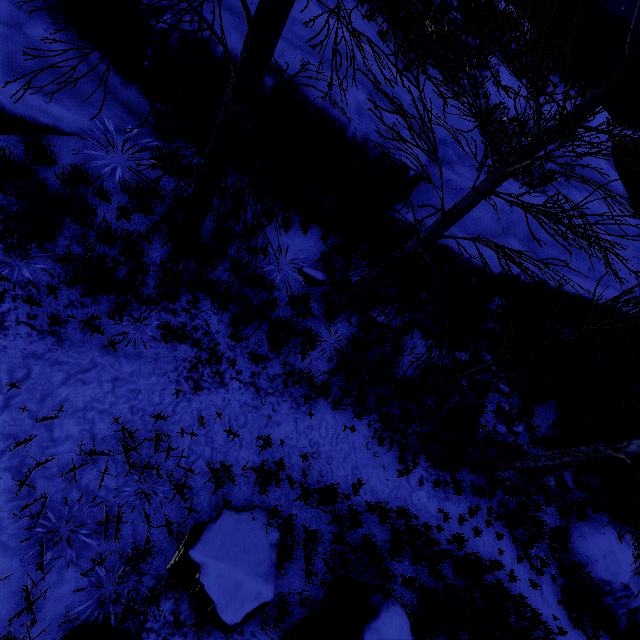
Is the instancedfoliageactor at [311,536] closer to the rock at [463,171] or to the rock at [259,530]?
the rock at [463,171]

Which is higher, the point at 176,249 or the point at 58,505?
the point at 176,249

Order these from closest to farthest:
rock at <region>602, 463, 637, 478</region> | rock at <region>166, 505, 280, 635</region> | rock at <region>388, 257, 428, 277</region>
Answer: rock at <region>166, 505, 280, 635</region>
rock at <region>388, 257, 428, 277</region>
rock at <region>602, 463, 637, 478</region>

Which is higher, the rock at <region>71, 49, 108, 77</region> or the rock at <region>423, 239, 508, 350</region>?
the rock at <region>423, 239, 508, 350</region>

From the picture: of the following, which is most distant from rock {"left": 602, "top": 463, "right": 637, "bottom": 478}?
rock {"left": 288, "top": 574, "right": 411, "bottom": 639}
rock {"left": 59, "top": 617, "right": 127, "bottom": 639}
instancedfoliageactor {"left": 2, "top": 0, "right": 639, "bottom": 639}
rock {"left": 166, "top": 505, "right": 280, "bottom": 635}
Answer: rock {"left": 288, "top": 574, "right": 411, "bottom": 639}

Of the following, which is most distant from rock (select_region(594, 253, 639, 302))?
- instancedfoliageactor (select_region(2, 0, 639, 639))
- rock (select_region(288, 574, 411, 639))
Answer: rock (select_region(288, 574, 411, 639))

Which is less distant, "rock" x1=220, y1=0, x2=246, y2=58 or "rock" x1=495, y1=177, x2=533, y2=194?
"rock" x1=220, y1=0, x2=246, y2=58

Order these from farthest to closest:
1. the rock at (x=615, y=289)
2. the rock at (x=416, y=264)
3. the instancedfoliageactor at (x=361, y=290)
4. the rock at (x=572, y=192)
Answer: → the rock at (x=572, y=192) → the rock at (x=615, y=289) → the rock at (x=416, y=264) → the instancedfoliageactor at (x=361, y=290)
